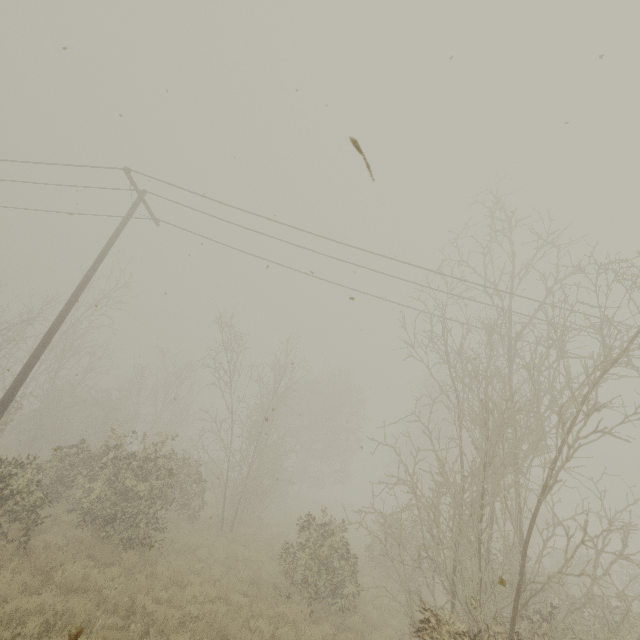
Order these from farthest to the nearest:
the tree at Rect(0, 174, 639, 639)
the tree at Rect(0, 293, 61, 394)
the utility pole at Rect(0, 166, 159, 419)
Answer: the tree at Rect(0, 293, 61, 394)
the utility pole at Rect(0, 166, 159, 419)
the tree at Rect(0, 174, 639, 639)

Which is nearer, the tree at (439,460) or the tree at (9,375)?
the tree at (439,460)

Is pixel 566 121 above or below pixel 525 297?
below

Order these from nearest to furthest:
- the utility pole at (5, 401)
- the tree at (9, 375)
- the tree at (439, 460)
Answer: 1. the tree at (439, 460)
2. the utility pole at (5, 401)
3. the tree at (9, 375)

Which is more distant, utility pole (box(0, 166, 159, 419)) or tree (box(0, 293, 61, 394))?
tree (box(0, 293, 61, 394))

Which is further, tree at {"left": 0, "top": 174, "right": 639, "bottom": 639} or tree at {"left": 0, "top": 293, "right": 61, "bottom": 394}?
tree at {"left": 0, "top": 293, "right": 61, "bottom": 394}

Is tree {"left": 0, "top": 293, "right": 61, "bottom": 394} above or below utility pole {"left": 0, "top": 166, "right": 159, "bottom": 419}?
above
